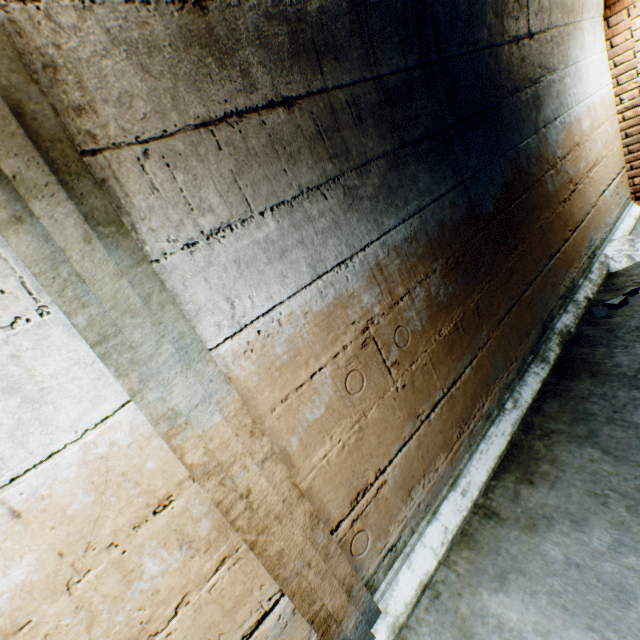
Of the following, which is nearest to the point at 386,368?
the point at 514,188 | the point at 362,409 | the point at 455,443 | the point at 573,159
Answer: the point at 362,409

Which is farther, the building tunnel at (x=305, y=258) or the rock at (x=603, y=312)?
the rock at (x=603, y=312)

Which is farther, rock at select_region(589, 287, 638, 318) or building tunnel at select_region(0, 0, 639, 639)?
rock at select_region(589, 287, 638, 318)
